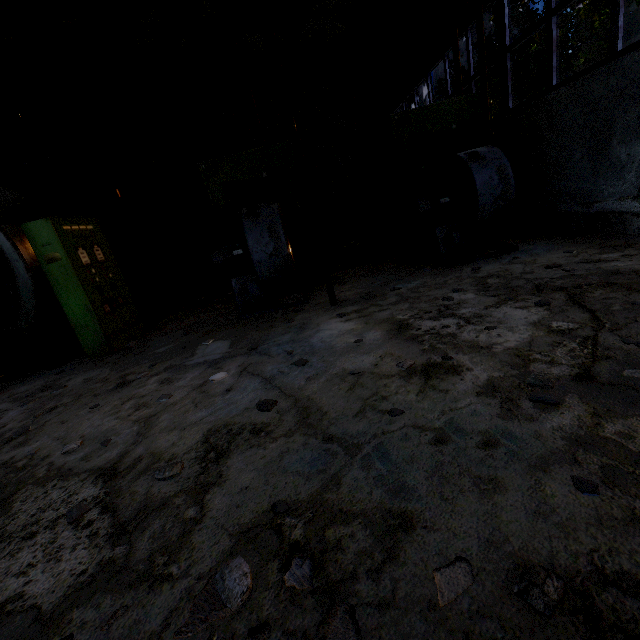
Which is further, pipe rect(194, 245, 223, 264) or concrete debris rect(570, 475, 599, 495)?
pipe rect(194, 245, 223, 264)

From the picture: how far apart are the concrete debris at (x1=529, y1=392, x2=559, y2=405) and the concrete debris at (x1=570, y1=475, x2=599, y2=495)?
0.6 meters

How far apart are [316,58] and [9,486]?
14.7 meters

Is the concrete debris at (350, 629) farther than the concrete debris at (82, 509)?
No

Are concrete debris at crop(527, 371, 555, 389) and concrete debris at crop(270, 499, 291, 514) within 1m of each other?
no

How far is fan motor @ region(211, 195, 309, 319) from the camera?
5.5 meters

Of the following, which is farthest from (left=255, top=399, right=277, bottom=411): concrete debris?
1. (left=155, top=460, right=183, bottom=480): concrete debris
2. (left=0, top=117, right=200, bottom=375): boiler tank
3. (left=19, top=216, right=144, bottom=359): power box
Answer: (left=0, top=117, right=200, bottom=375): boiler tank

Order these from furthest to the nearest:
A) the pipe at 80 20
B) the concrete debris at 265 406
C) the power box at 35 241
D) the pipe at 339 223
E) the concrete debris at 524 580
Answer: → the pipe at 339 223, the power box at 35 241, the pipe at 80 20, the concrete debris at 265 406, the concrete debris at 524 580
